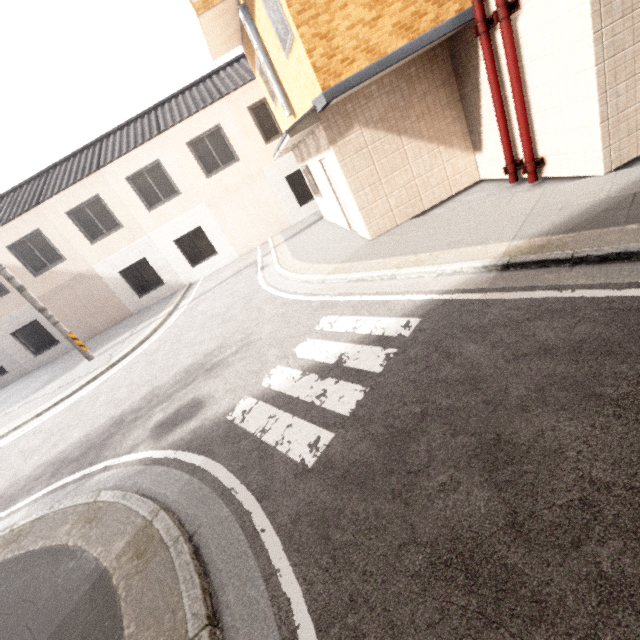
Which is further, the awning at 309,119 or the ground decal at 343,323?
the awning at 309,119

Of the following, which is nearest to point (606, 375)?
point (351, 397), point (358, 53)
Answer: point (351, 397)

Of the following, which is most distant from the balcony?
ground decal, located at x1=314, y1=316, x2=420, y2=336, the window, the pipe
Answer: ground decal, located at x1=314, y1=316, x2=420, y2=336

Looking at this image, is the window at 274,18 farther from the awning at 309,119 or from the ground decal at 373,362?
the ground decal at 373,362

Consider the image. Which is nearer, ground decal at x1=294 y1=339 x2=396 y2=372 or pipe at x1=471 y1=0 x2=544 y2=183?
ground decal at x1=294 y1=339 x2=396 y2=372

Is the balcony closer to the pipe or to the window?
the window

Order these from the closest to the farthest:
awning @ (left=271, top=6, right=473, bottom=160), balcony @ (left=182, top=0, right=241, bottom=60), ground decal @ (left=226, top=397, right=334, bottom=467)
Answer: ground decal @ (left=226, top=397, right=334, bottom=467)
awning @ (left=271, top=6, right=473, bottom=160)
balcony @ (left=182, top=0, right=241, bottom=60)

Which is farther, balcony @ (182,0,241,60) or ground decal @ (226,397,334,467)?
balcony @ (182,0,241,60)
